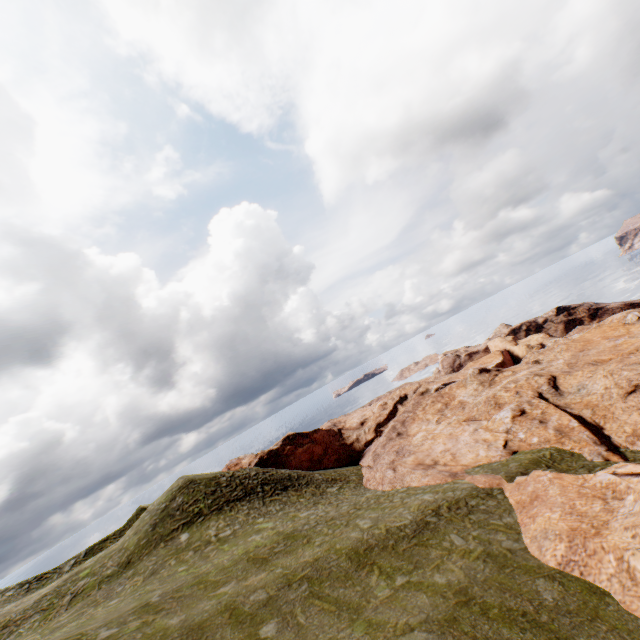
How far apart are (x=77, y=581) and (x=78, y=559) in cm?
2549
